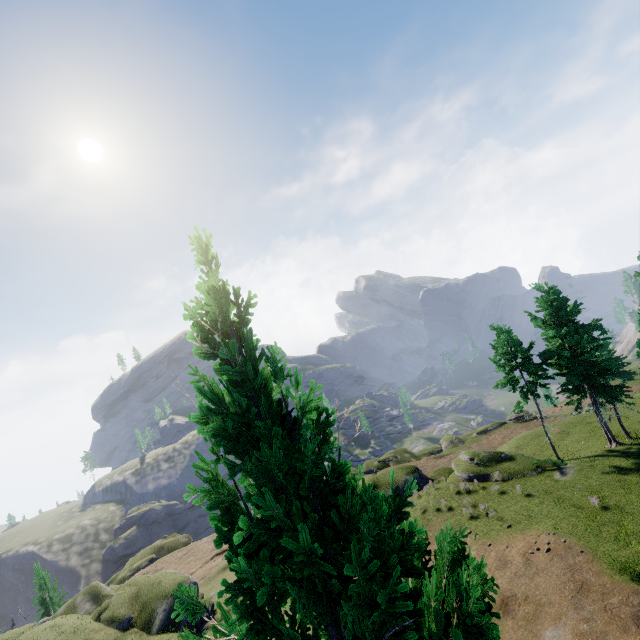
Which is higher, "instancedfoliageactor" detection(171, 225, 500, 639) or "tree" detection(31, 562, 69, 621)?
"instancedfoliageactor" detection(171, 225, 500, 639)

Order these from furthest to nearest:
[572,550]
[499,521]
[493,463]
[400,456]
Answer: [400,456]
[493,463]
[499,521]
[572,550]

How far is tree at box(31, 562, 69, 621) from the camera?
41.34m

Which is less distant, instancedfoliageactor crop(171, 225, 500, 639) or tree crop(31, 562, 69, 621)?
instancedfoliageactor crop(171, 225, 500, 639)

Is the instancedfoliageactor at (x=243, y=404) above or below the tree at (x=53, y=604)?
above

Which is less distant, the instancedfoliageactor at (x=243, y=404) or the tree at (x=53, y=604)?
the instancedfoliageactor at (x=243, y=404)
